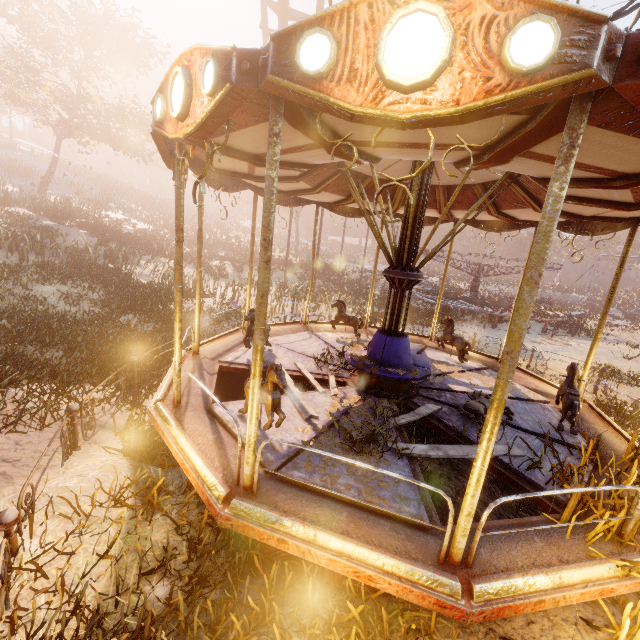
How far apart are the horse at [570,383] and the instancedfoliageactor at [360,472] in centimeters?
238cm

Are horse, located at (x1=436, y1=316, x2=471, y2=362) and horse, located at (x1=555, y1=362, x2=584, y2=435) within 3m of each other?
yes

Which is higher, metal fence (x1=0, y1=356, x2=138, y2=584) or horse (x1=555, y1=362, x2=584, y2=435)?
horse (x1=555, y1=362, x2=584, y2=435)

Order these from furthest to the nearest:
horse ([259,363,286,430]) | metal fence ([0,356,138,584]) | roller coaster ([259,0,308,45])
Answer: roller coaster ([259,0,308,45])
horse ([259,363,286,430])
metal fence ([0,356,138,584])

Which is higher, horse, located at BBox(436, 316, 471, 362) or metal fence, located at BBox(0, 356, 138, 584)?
horse, located at BBox(436, 316, 471, 362)

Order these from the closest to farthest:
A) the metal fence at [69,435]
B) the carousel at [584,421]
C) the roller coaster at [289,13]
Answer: the metal fence at [69,435] < the carousel at [584,421] < the roller coaster at [289,13]

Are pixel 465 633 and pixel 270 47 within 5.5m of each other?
yes

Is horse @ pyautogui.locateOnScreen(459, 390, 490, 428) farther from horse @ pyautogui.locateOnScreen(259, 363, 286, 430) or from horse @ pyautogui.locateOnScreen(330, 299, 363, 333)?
horse @ pyautogui.locateOnScreen(330, 299, 363, 333)
